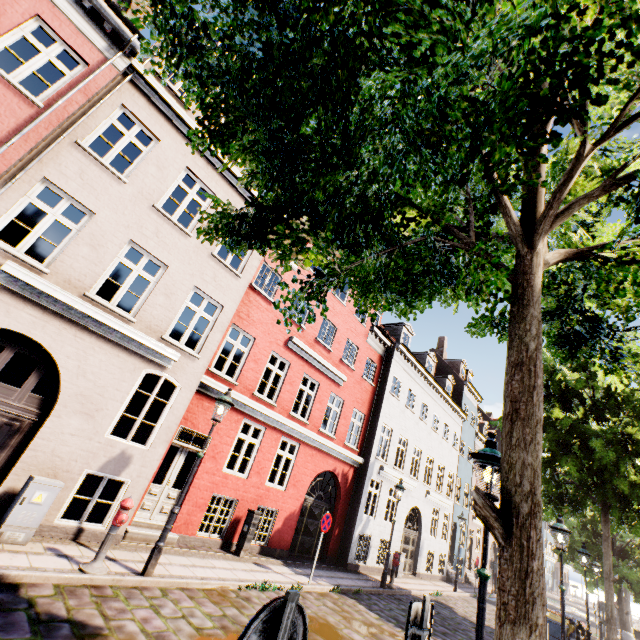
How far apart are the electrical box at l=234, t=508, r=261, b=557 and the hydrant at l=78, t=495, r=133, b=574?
4.83m

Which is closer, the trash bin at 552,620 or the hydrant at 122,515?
the hydrant at 122,515

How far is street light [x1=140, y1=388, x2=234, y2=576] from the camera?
6.4 meters

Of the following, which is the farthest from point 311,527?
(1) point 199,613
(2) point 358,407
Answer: (1) point 199,613

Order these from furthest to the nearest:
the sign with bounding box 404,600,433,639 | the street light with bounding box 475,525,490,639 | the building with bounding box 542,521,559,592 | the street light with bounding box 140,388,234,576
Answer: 1. the building with bounding box 542,521,559,592
2. the street light with bounding box 140,388,234,576
3. the street light with bounding box 475,525,490,639
4. the sign with bounding box 404,600,433,639

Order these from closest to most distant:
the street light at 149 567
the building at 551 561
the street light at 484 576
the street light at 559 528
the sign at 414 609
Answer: the sign at 414 609
the street light at 484 576
the street light at 149 567
the street light at 559 528
the building at 551 561

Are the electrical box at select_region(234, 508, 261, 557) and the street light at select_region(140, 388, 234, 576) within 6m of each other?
yes

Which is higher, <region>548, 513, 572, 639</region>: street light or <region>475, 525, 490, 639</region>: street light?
<region>548, 513, 572, 639</region>: street light
